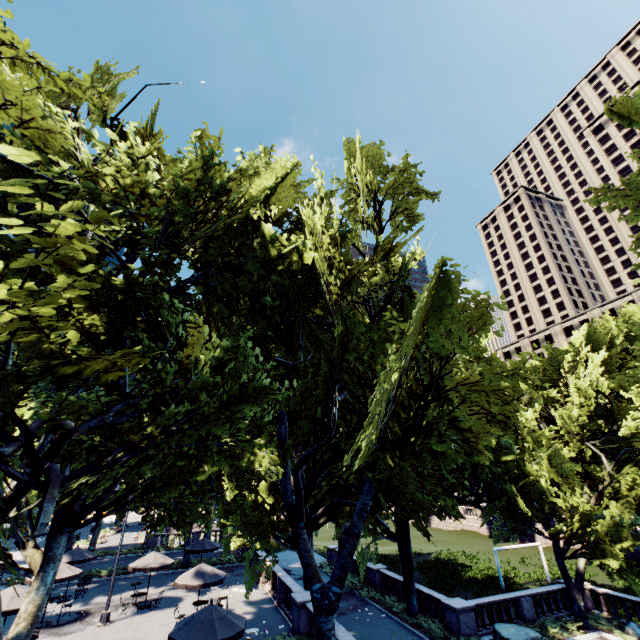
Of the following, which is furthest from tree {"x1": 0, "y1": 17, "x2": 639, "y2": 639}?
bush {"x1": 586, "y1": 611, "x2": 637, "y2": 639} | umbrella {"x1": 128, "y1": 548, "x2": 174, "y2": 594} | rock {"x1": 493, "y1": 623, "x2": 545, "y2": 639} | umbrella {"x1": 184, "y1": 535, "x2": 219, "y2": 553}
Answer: umbrella {"x1": 128, "y1": 548, "x2": 174, "y2": 594}

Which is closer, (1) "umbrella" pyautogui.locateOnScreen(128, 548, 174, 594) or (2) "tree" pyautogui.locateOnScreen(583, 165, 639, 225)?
(2) "tree" pyautogui.locateOnScreen(583, 165, 639, 225)

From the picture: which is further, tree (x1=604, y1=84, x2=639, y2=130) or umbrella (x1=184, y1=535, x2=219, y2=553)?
umbrella (x1=184, y1=535, x2=219, y2=553)

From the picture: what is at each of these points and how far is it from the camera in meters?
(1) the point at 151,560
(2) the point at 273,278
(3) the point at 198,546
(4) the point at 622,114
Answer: (1) umbrella, 21.4
(2) tree, 12.1
(3) umbrella, 26.2
(4) tree, 11.3

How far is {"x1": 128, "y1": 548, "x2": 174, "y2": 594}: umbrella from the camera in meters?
20.8

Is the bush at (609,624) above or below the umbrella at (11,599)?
below

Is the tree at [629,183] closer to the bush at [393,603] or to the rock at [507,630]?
the bush at [393,603]

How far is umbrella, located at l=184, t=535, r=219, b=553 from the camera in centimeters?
2574cm
